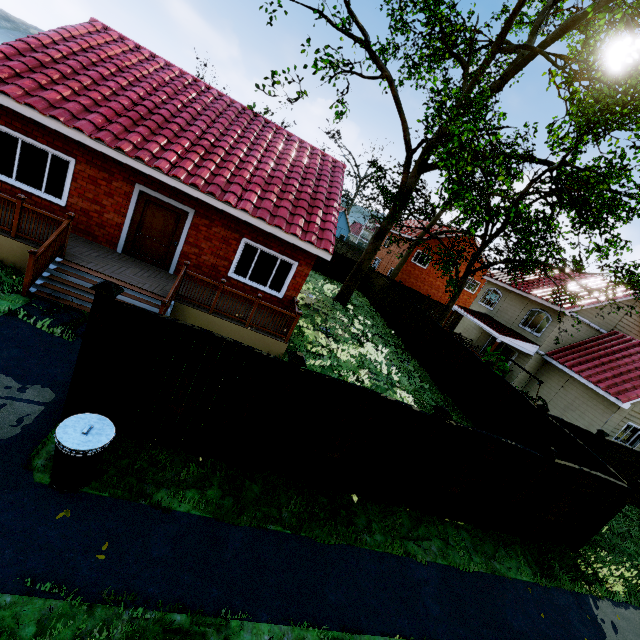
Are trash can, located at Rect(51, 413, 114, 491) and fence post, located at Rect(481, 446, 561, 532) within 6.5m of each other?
no

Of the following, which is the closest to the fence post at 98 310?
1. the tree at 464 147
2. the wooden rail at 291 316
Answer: the wooden rail at 291 316

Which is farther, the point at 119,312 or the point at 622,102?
the point at 622,102

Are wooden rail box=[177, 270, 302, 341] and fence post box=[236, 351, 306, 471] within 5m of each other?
yes

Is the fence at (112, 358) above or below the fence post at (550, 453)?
below

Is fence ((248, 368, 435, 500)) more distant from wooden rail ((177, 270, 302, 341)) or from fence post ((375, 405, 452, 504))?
wooden rail ((177, 270, 302, 341))

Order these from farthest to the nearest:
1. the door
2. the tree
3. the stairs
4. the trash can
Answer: the tree < the door < the stairs < the trash can

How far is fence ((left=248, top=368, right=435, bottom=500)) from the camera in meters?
5.7
